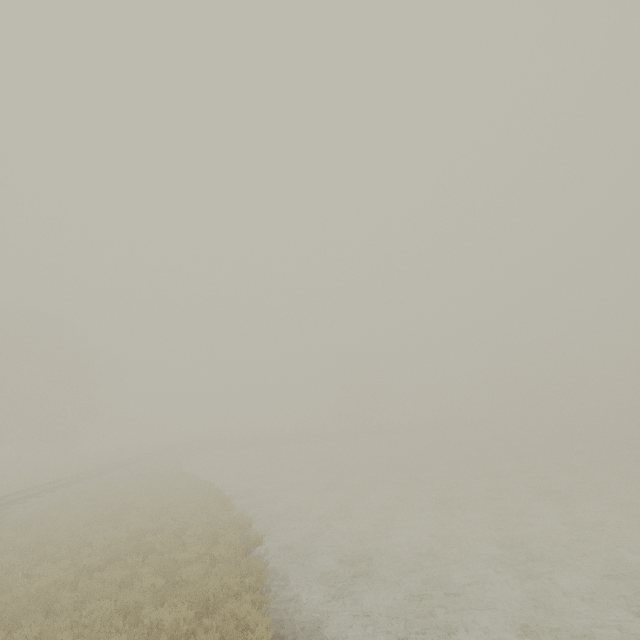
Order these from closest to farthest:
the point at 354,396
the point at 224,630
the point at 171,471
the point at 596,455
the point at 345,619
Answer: the point at 224,630, the point at 345,619, the point at 171,471, the point at 596,455, the point at 354,396
